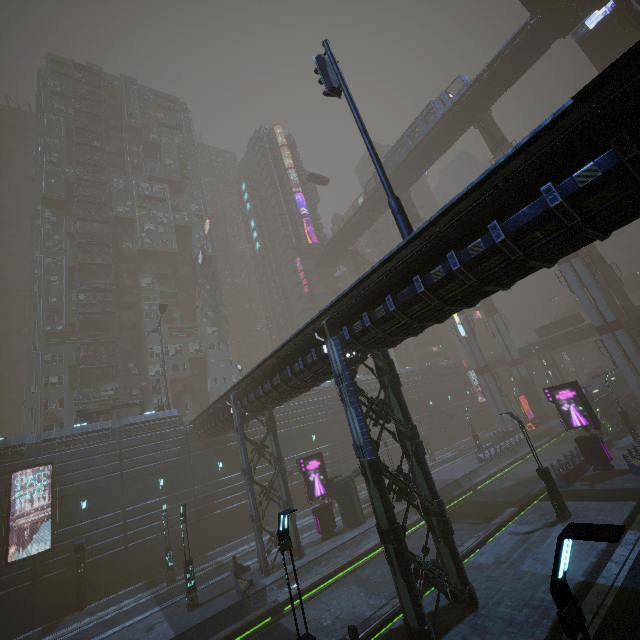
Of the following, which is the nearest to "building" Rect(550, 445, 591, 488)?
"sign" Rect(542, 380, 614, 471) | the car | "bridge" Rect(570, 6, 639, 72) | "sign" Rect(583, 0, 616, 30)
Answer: "sign" Rect(542, 380, 614, 471)

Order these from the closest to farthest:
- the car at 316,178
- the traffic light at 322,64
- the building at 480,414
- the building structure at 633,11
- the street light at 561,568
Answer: the street light at 561,568
the traffic light at 322,64
the building structure at 633,11
the car at 316,178
the building at 480,414

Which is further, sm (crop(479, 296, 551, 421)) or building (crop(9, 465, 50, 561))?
sm (crop(479, 296, 551, 421))

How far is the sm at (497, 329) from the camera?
49.9m

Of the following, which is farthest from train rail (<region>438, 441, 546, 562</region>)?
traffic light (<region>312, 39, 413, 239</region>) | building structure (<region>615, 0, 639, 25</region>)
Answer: building structure (<region>615, 0, 639, 25</region>)

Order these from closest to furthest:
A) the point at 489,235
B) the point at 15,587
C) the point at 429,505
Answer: the point at 489,235
the point at 429,505
the point at 15,587

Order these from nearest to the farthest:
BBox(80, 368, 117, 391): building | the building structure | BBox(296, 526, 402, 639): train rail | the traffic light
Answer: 1. the traffic light
2. BBox(296, 526, 402, 639): train rail
3. the building structure
4. BBox(80, 368, 117, 391): building

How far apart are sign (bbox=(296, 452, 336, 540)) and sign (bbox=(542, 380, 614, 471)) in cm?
1806
